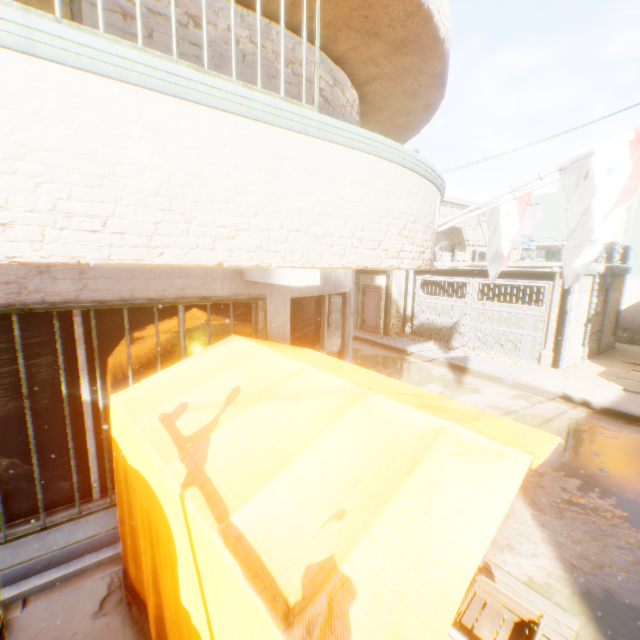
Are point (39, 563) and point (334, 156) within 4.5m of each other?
no

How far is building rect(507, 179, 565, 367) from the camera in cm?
1111

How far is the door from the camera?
16.7 meters

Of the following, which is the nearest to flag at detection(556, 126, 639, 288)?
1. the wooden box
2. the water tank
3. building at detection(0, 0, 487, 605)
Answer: building at detection(0, 0, 487, 605)

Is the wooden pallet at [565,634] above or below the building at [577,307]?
below

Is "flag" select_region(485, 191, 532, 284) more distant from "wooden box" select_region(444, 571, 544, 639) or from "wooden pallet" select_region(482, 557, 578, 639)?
"wooden box" select_region(444, 571, 544, 639)

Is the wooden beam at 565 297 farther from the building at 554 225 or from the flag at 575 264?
the flag at 575 264

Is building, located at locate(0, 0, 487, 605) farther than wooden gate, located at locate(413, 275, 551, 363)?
No
